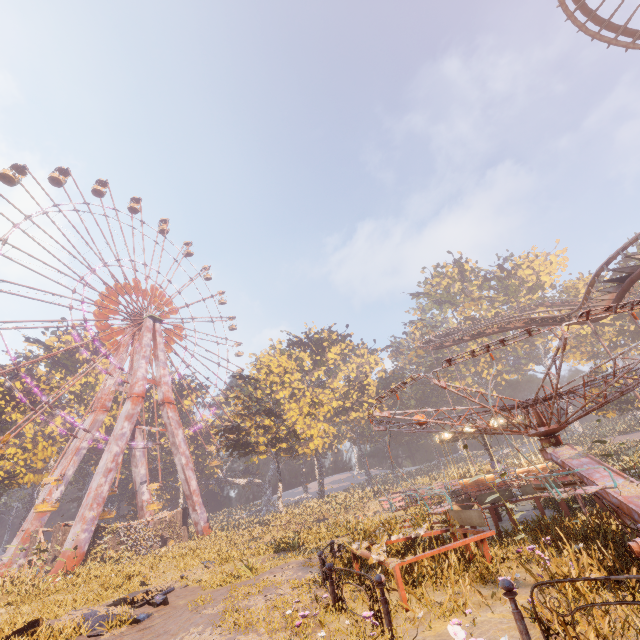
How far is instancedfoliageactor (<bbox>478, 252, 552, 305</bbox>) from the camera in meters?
56.0 m

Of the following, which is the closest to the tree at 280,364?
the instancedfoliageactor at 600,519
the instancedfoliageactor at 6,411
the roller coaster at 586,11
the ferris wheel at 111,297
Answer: the ferris wheel at 111,297

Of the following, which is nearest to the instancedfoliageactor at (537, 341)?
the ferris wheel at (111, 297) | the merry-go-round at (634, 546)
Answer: the ferris wheel at (111, 297)

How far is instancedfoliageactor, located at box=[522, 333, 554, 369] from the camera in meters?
54.8

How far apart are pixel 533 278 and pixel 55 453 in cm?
7723

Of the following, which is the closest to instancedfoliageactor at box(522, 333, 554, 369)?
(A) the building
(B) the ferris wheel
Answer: (B) the ferris wheel

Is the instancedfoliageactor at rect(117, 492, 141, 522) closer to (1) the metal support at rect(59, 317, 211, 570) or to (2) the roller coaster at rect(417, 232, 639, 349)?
(1) the metal support at rect(59, 317, 211, 570)

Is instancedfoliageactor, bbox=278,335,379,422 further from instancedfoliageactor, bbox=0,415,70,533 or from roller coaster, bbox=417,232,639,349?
instancedfoliageactor, bbox=0,415,70,533
